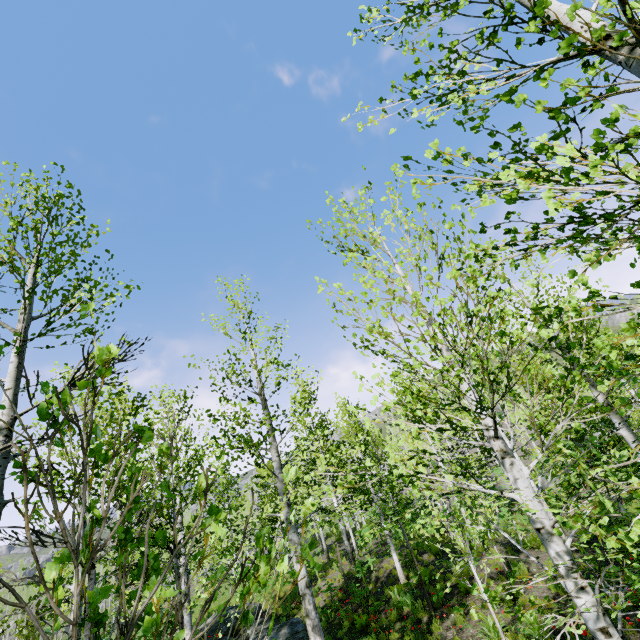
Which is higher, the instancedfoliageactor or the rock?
the instancedfoliageactor

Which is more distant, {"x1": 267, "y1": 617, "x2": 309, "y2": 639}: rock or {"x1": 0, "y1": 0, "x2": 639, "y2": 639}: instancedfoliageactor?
{"x1": 267, "y1": 617, "x2": 309, "y2": 639}: rock

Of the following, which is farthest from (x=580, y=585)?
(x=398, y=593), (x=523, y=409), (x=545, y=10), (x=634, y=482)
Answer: (x=523, y=409)

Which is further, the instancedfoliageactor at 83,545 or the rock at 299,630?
the rock at 299,630

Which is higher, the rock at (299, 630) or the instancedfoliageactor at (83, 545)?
the instancedfoliageactor at (83, 545)
